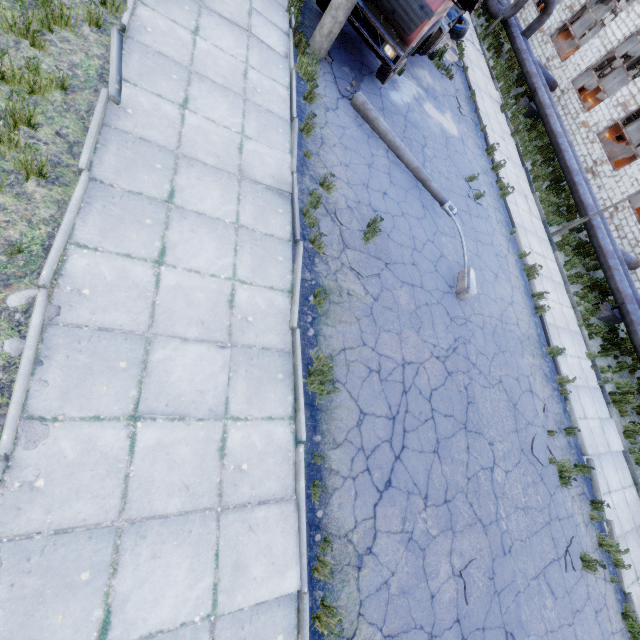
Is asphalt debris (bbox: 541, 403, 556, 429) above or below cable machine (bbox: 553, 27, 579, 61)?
below

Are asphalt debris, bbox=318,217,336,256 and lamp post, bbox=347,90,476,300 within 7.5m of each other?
yes

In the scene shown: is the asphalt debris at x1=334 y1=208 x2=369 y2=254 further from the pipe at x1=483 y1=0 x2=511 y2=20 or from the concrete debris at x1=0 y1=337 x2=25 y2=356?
the pipe at x1=483 y1=0 x2=511 y2=20

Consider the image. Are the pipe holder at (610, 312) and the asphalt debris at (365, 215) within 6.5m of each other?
no

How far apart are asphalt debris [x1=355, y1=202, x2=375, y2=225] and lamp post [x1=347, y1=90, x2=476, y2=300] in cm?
220

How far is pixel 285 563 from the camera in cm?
386

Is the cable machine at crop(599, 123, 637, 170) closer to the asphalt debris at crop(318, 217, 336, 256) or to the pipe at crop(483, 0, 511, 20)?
the pipe at crop(483, 0, 511, 20)

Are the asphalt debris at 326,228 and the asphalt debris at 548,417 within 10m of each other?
yes
